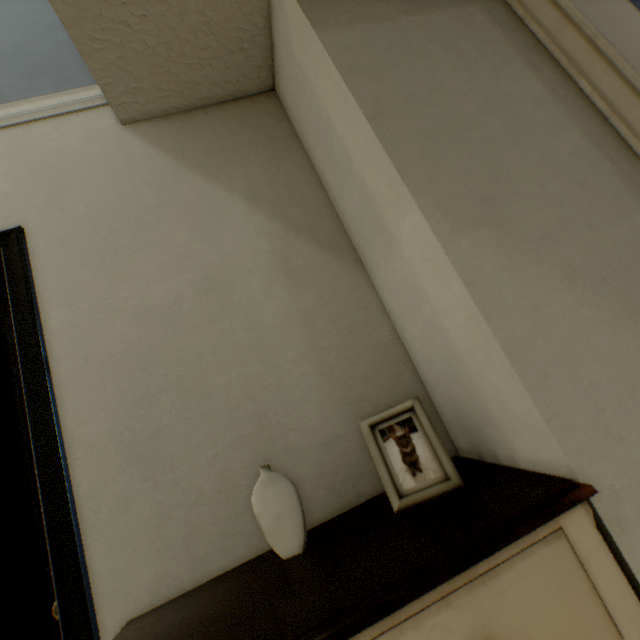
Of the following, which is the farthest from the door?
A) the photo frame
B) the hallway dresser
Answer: the photo frame

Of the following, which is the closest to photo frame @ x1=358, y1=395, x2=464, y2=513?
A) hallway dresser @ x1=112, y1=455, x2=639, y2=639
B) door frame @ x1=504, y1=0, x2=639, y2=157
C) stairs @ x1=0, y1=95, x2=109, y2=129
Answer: hallway dresser @ x1=112, y1=455, x2=639, y2=639

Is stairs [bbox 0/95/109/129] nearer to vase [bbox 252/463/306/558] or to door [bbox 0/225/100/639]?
door [bbox 0/225/100/639]

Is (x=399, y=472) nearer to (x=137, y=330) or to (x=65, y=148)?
(x=137, y=330)

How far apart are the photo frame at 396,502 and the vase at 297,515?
0.2 meters

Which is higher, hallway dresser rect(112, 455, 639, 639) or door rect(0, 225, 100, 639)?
door rect(0, 225, 100, 639)

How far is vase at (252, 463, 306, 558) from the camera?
0.72m

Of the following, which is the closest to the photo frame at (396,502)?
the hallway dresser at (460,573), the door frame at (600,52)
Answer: the hallway dresser at (460,573)
